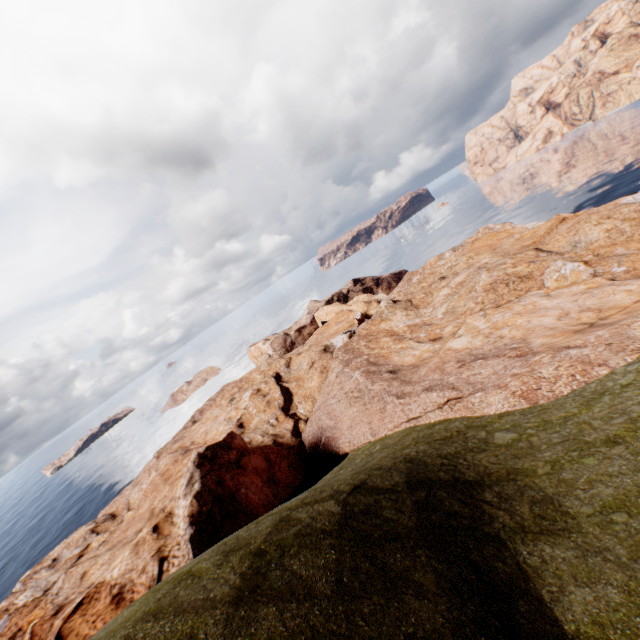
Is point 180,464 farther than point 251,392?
No
